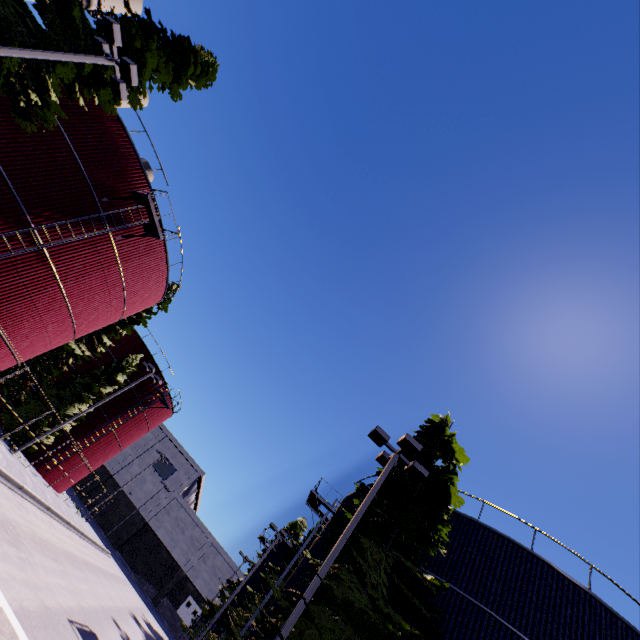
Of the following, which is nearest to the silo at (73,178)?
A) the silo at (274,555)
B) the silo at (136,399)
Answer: the silo at (136,399)

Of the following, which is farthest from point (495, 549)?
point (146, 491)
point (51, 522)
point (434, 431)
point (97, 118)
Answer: point (146, 491)

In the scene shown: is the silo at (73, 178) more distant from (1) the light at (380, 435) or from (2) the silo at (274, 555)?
(2) the silo at (274, 555)

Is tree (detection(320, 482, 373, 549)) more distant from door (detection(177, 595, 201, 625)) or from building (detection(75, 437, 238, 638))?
door (detection(177, 595, 201, 625))

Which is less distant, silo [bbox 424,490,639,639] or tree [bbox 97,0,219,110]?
silo [bbox 424,490,639,639]

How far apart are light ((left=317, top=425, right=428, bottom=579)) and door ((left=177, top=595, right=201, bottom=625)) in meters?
58.9

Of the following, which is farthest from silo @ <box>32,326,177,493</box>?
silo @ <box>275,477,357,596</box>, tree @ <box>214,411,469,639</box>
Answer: tree @ <box>214,411,469,639</box>

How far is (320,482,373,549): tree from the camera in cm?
1038
